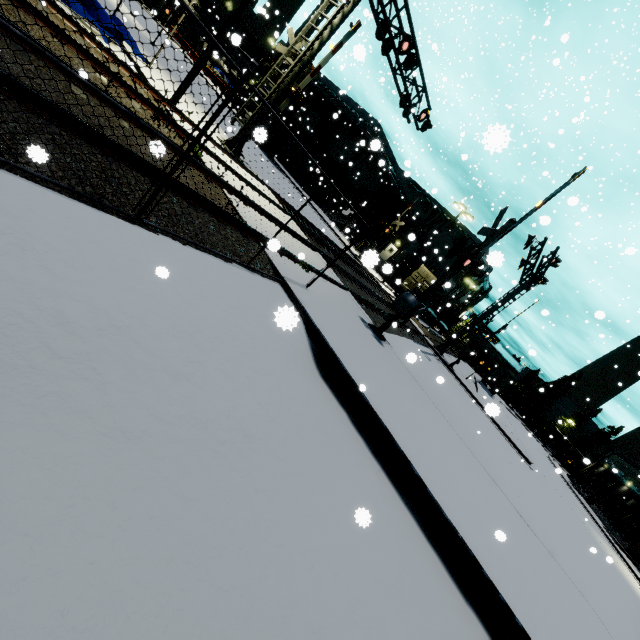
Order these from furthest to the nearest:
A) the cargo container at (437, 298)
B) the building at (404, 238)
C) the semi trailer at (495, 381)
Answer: the semi trailer at (495, 381) → the building at (404, 238) → the cargo container at (437, 298)

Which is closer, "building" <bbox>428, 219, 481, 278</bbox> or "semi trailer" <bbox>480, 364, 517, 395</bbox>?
"semi trailer" <bbox>480, 364, 517, 395</bbox>

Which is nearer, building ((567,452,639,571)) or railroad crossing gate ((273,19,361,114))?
railroad crossing gate ((273,19,361,114))

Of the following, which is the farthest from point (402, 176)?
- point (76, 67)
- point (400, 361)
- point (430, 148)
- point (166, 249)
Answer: point (166, 249)

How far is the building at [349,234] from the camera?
12.3 meters

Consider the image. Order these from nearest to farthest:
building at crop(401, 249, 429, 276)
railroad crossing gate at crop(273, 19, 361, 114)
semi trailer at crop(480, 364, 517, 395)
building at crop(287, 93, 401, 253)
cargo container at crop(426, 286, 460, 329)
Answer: railroad crossing gate at crop(273, 19, 361, 114), cargo container at crop(426, 286, 460, 329), building at crop(287, 93, 401, 253), semi trailer at crop(480, 364, 517, 395), building at crop(401, 249, 429, 276)

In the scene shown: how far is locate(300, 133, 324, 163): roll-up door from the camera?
38.8m

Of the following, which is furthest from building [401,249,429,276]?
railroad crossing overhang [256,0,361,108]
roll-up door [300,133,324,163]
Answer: railroad crossing overhang [256,0,361,108]
